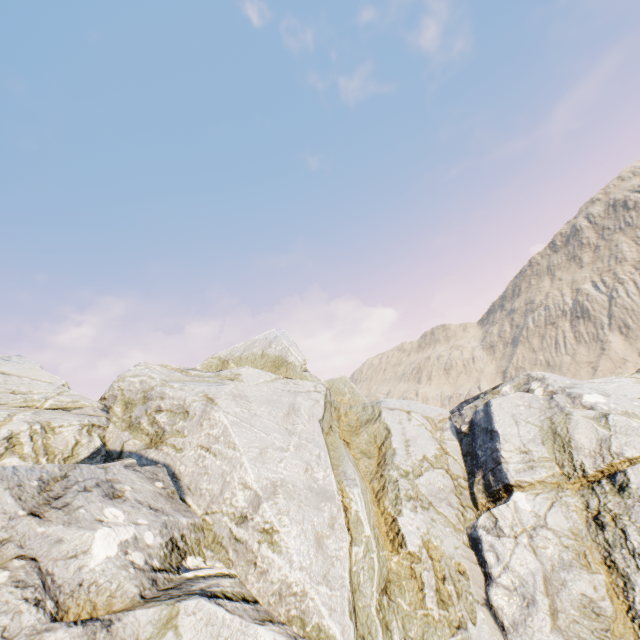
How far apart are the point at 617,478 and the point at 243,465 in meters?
8.6 m
